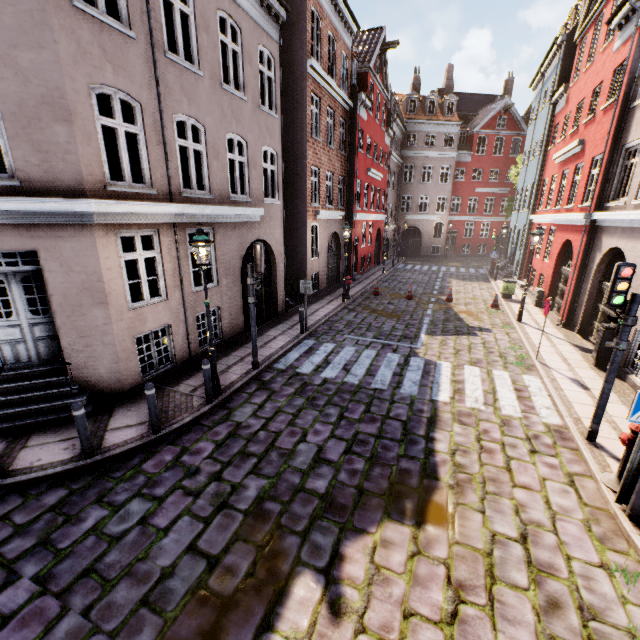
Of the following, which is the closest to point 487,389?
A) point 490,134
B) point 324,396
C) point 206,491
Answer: point 324,396

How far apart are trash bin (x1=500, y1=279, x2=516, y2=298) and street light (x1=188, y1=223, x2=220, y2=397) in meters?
16.0 m

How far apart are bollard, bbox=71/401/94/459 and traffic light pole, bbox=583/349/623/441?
9.39m

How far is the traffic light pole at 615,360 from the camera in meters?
5.8

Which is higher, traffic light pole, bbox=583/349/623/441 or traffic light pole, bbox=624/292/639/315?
traffic light pole, bbox=624/292/639/315

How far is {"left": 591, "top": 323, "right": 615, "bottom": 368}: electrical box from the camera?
9.2m

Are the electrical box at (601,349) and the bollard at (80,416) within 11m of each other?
no

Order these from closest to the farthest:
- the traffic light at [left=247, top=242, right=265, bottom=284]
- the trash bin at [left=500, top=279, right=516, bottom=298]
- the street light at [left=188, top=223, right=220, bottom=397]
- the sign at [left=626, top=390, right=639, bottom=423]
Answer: the sign at [left=626, top=390, right=639, bottom=423]
the street light at [left=188, top=223, right=220, bottom=397]
the traffic light at [left=247, top=242, right=265, bottom=284]
the trash bin at [left=500, top=279, right=516, bottom=298]
